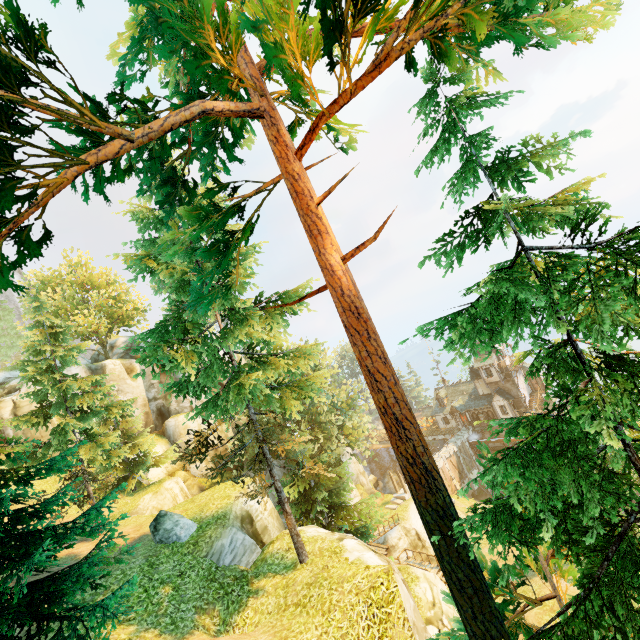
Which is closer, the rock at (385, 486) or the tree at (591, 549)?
the tree at (591, 549)

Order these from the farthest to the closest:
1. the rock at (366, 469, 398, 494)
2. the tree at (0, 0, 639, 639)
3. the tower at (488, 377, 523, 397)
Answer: the rock at (366, 469, 398, 494), the tower at (488, 377, 523, 397), the tree at (0, 0, 639, 639)

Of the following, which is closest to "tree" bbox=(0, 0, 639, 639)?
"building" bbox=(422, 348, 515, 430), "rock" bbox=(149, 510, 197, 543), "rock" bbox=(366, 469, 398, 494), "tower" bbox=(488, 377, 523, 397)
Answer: "rock" bbox=(149, 510, 197, 543)

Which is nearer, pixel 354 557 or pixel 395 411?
pixel 395 411

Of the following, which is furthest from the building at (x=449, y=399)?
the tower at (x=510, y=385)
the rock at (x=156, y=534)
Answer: the rock at (x=156, y=534)

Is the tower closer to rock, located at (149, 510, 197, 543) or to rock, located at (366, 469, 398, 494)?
rock, located at (366, 469, 398, 494)

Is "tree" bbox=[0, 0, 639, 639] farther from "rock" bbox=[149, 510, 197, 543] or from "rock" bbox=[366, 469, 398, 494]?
"rock" bbox=[366, 469, 398, 494]
